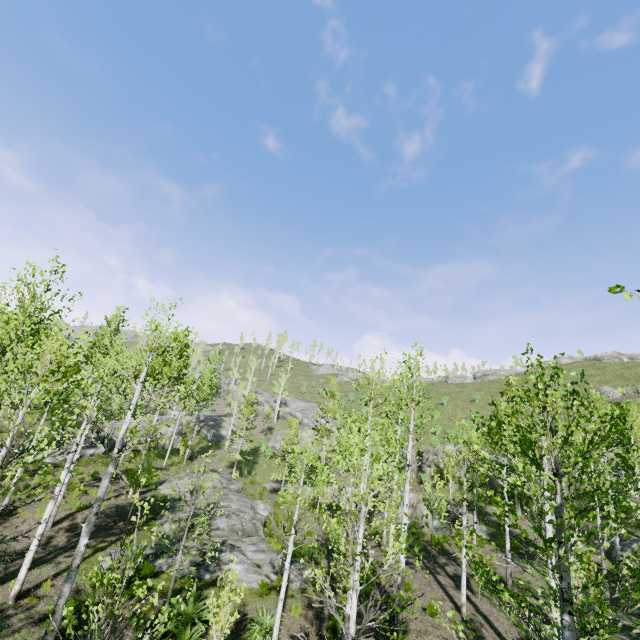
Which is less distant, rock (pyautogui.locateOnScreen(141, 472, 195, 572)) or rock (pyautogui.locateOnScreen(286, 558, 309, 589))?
rock (pyautogui.locateOnScreen(141, 472, 195, 572))

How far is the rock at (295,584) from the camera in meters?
13.3

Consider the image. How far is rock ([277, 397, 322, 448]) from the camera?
45.42m

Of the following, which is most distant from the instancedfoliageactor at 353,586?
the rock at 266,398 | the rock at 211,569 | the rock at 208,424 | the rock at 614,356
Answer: the rock at 614,356

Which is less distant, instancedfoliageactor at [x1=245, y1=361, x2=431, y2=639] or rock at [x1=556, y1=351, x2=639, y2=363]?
instancedfoliageactor at [x1=245, y1=361, x2=431, y2=639]

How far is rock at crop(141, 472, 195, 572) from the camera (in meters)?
12.70

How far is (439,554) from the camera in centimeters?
1956cm
